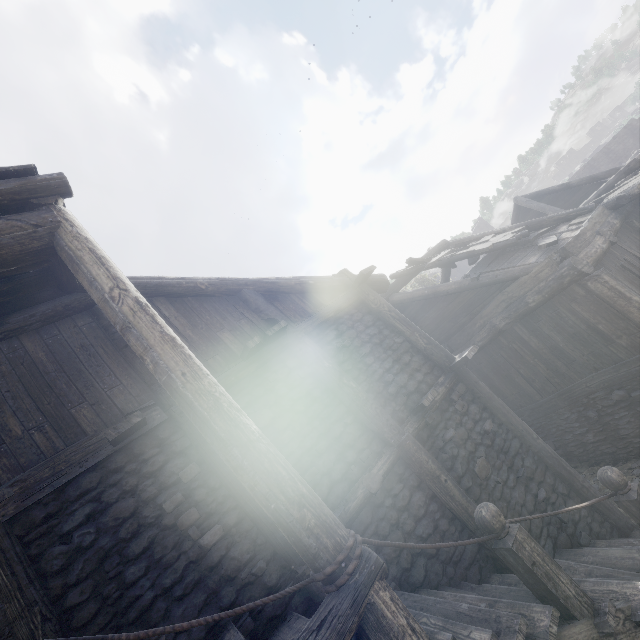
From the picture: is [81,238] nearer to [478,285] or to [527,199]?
[478,285]

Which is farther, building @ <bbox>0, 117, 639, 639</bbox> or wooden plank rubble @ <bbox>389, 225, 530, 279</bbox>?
wooden plank rubble @ <bbox>389, 225, 530, 279</bbox>

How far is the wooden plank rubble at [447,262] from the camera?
9.23m

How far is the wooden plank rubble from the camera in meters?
9.2

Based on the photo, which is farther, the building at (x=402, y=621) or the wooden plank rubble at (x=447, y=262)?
the wooden plank rubble at (x=447, y=262)
